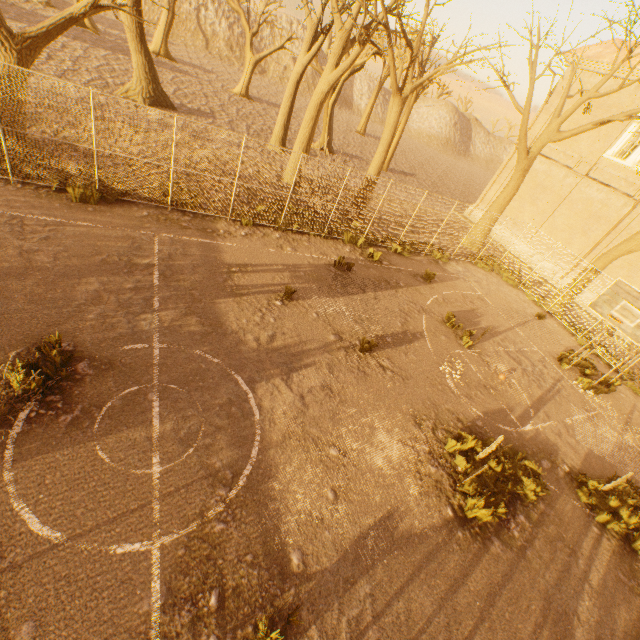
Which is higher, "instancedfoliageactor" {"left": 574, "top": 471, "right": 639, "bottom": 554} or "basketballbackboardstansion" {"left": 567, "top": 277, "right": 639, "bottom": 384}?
"basketballbackboardstansion" {"left": 567, "top": 277, "right": 639, "bottom": 384}

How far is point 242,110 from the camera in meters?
26.9

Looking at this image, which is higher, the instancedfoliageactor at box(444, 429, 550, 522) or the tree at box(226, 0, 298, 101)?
the tree at box(226, 0, 298, 101)

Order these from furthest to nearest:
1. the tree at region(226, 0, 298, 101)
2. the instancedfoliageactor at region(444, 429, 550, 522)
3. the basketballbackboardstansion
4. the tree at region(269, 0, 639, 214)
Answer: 1. the tree at region(226, 0, 298, 101)
2. the tree at region(269, 0, 639, 214)
3. the basketballbackboardstansion
4. the instancedfoliageactor at region(444, 429, 550, 522)

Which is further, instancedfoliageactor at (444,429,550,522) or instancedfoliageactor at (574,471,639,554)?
instancedfoliageactor at (574,471,639,554)

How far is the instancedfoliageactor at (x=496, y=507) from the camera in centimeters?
648cm

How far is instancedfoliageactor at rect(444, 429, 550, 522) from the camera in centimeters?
648cm

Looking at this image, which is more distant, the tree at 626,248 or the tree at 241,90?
the tree at 241,90
